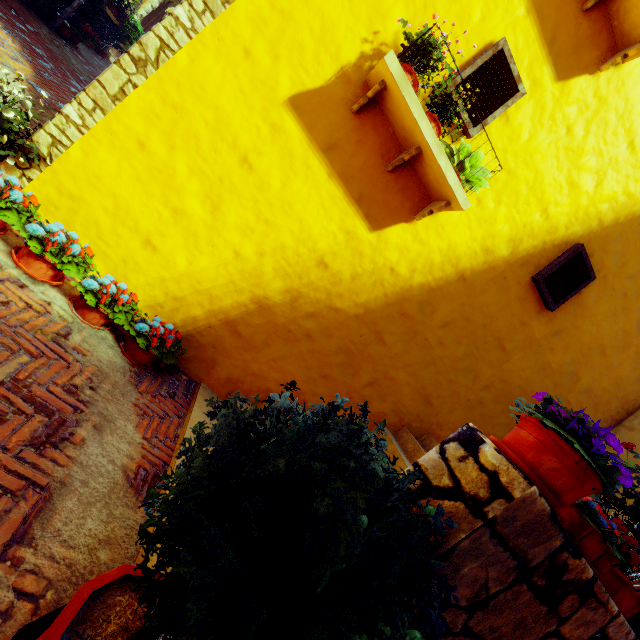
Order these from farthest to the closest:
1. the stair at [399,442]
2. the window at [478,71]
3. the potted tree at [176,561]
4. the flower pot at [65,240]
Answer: the stair at [399,442] → the window at [478,71] → the flower pot at [65,240] → the potted tree at [176,561]

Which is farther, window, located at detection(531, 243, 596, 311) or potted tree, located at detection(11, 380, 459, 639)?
window, located at detection(531, 243, 596, 311)

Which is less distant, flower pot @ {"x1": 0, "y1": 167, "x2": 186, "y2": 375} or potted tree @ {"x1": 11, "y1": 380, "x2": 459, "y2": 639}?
potted tree @ {"x1": 11, "y1": 380, "x2": 459, "y2": 639}

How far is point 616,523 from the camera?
1.68m

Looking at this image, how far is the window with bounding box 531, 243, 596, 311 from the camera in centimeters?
403cm

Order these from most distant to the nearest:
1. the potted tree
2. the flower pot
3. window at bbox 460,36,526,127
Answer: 1. window at bbox 460,36,526,127
2. the flower pot
3. the potted tree

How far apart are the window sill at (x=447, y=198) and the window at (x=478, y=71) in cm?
46

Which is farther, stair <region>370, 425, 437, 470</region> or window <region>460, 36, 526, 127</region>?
stair <region>370, 425, 437, 470</region>
